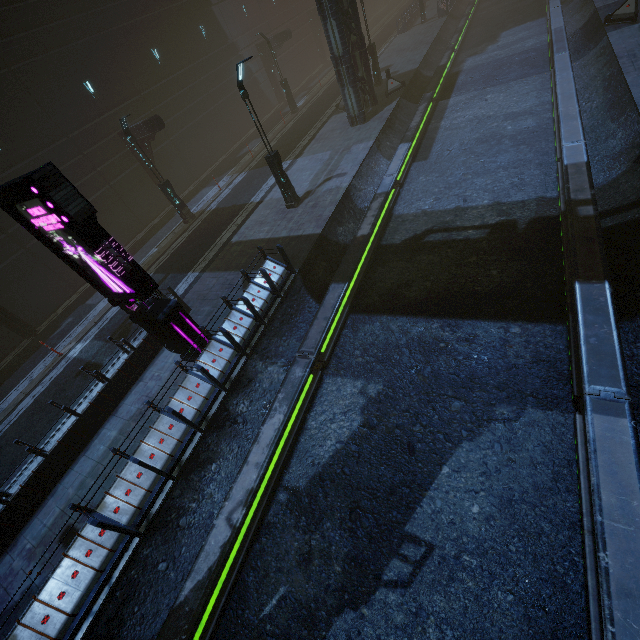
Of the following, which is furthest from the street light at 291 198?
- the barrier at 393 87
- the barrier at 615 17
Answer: the barrier at 615 17

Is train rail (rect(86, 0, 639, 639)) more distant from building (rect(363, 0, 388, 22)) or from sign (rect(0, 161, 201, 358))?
sign (rect(0, 161, 201, 358))

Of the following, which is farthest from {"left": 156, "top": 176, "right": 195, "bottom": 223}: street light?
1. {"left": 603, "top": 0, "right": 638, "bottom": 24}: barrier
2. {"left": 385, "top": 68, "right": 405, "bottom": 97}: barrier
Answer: {"left": 603, "top": 0, "right": 638, "bottom": 24}: barrier

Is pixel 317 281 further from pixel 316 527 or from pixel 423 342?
pixel 316 527

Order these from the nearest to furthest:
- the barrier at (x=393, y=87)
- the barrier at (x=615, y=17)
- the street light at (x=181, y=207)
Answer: the barrier at (x=615, y=17) < the street light at (x=181, y=207) < the barrier at (x=393, y=87)

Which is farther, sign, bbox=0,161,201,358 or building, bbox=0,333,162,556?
building, bbox=0,333,162,556

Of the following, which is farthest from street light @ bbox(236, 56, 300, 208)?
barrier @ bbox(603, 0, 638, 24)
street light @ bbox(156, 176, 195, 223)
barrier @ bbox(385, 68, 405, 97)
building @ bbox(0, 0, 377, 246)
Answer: barrier @ bbox(603, 0, 638, 24)
